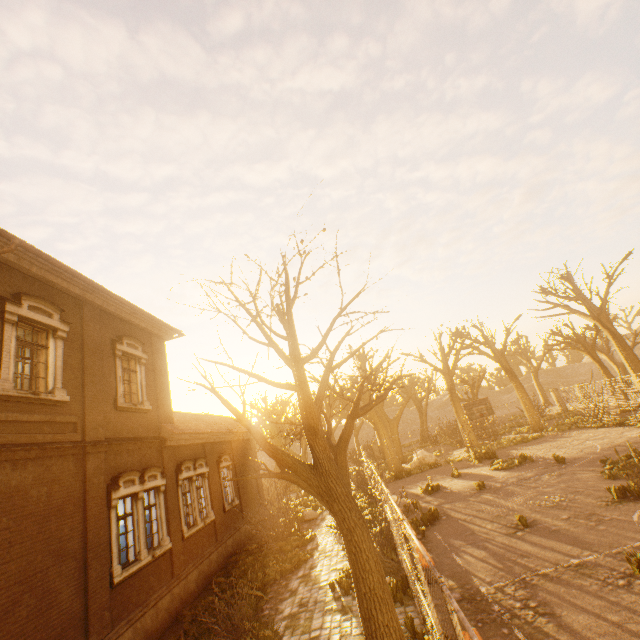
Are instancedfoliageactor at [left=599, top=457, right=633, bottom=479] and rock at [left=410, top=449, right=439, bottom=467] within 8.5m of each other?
no

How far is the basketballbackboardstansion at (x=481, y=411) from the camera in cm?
2070

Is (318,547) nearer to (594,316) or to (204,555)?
(204,555)

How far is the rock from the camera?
26.30m

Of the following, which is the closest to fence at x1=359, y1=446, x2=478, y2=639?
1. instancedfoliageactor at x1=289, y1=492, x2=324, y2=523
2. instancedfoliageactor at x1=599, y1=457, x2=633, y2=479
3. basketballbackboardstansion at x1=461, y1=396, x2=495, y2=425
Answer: instancedfoliageactor at x1=289, y1=492, x2=324, y2=523

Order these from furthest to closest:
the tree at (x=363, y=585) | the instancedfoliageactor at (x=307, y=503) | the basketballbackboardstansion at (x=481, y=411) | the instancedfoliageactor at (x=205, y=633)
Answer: the basketballbackboardstansion at (x=481, y=411), the instancedfoliageactor at (x=307, y=503), the instancedfoliageactor at (x=205, y=633), the tree at (x=363, y=585)

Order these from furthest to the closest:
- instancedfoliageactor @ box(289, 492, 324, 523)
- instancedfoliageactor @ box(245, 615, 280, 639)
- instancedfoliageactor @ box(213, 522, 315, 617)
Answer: instancedfoliageactor @ box(289, 492, 324, 523), instancedfoliageactor @ box(213, 522, 315, 617), instancedfoliageactor @ box(245, 615, 280, 639)

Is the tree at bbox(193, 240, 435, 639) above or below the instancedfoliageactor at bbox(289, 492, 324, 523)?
above
